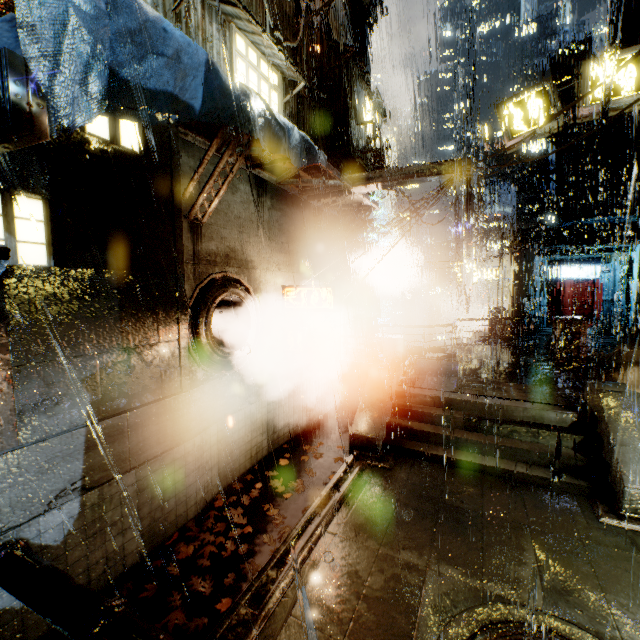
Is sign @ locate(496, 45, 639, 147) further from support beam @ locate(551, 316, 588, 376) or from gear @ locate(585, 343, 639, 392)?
gear @ locate(585, 343, 639, 392)

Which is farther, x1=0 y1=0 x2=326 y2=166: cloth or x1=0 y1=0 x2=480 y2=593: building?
x1=0 y1=0 x2=480 y2=593: building

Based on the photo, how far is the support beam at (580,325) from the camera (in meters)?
13.48

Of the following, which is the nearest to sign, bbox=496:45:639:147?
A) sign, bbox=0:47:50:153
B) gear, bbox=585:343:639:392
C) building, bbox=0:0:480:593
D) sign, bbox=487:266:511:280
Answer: building, bbox=0:0:480:593

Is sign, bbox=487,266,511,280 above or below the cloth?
below

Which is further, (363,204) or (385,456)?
(363,204)

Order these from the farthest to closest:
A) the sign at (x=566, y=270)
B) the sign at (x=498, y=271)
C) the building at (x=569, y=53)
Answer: the sign at (x=498, y=271) < the building at (x=569, y=53) < the sign at (x=566, y=270)

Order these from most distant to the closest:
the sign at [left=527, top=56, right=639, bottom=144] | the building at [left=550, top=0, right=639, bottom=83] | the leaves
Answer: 1. the building at [left=550, top=0, right=639, bottom=83]
2. the sign at [left=527, top=56, right=639, bottom=144]
3. the leaves
